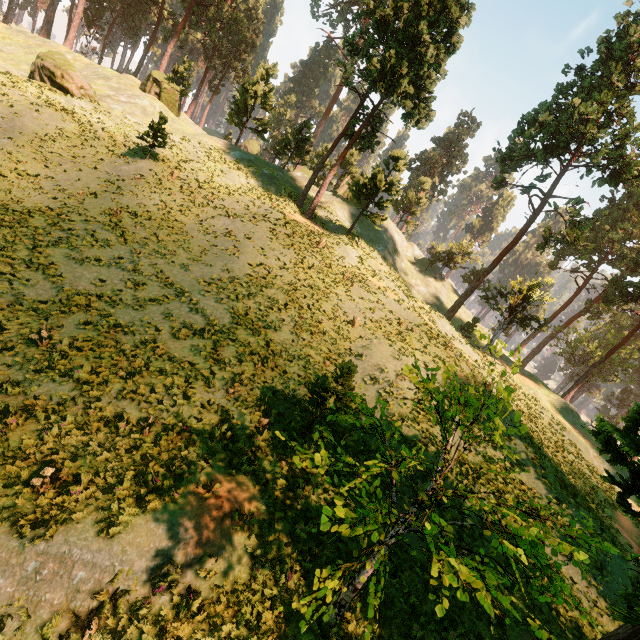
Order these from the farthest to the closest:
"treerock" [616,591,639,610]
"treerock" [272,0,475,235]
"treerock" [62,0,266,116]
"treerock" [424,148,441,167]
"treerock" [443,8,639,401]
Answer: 1. "treerock" [424,148,441,167]
2. "treerock" [62,0,266,116]
3. "treerock" [443,8,639,401]
4. "treerock" [272,0,475,235]
5. "treerock" [616,591,639,610]

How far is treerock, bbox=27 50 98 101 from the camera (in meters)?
27.59

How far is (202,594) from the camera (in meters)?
7.57

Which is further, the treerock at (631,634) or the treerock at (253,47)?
the treerock at (253,47)

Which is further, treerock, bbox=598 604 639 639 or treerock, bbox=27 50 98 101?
treerock, bbox=27 50 98 101
